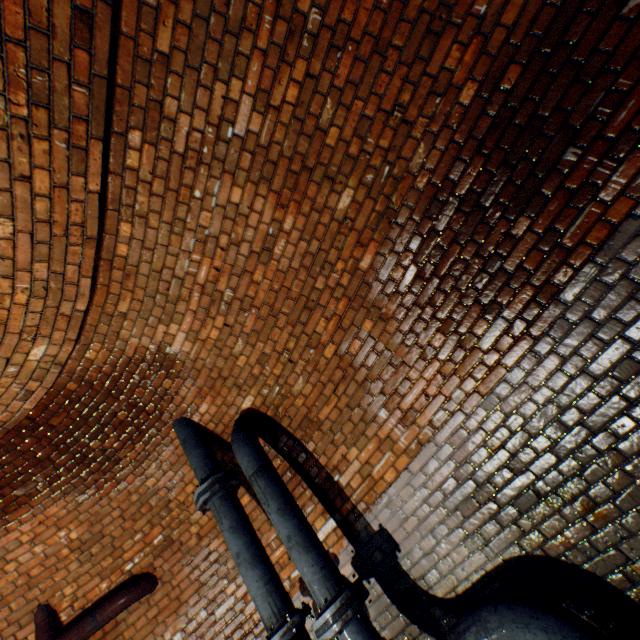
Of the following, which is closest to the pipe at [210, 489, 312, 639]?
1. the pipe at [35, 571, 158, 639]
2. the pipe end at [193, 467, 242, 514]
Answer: the pipe end at [193, 467, 242, 514]

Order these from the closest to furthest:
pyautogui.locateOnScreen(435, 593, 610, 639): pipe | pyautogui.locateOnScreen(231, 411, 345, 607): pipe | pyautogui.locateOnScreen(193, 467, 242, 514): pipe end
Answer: pyautogui.locateOnScreen(435, 593, 610, 639): pipe < pyautogui.locateOnScreen(231, 411, 345, 607): pipe < pyautogui.locateOnScreen(193, 467, 242, 514): pipe end

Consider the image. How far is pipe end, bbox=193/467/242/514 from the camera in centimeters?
305cm

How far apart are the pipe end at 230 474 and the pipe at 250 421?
0.2m

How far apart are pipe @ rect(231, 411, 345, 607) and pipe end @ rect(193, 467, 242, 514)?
0.2m

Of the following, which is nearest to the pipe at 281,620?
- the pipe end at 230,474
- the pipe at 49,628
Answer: the pipe end at 230,474

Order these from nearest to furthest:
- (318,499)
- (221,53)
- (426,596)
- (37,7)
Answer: (37,7) < (221,53) < (426,596) < (318,499)

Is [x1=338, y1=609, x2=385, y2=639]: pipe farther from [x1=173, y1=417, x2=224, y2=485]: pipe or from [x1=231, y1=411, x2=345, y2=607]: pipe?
[x1=173, y1=417, x2=224, y2=485]: pipe
